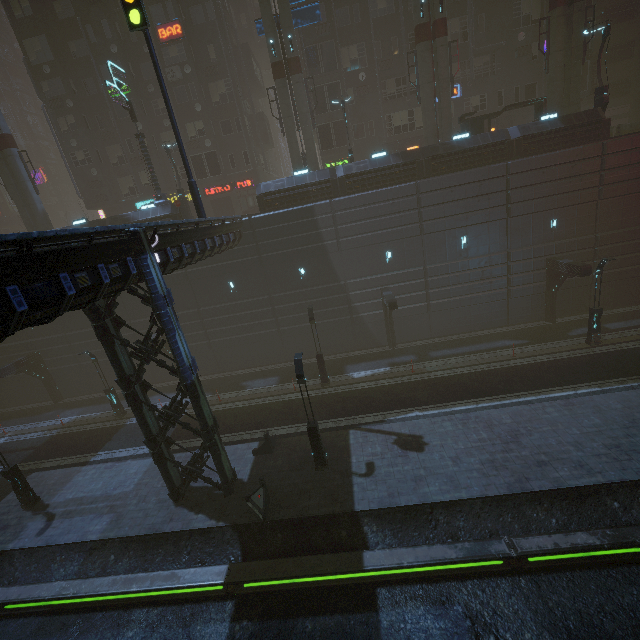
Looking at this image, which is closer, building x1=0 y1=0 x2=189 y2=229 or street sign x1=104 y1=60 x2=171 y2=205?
street sign x1=104 y1=60 x2=171 y2=205

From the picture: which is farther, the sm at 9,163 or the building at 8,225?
the building at 8,225

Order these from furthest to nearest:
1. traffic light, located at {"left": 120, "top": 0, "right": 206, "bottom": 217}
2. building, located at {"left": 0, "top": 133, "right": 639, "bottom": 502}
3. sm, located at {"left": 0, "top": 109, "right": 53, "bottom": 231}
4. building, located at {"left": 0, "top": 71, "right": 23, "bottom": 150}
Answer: building, located at {"left": 0, "top": 71, "right": 23, "bottom": 150} < sm, located at {"left": 0, "top": 109, "right": 53, "bottom": 231} < traffic light, located at {"left": 120, "top": 0, "right": 206, "bottom": 217} < building, located at {"left": 0, "top": 133, "right": 639, "bottom": 502}

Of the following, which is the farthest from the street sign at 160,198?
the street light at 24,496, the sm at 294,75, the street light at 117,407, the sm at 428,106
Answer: the sm at 428,106

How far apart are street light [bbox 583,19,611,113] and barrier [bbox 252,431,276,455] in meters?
29.9 m

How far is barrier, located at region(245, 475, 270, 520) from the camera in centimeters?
1333cm

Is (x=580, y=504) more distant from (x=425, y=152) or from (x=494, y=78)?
(x=494, y=78)

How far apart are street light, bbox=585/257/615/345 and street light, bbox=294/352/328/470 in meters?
18.0 m
